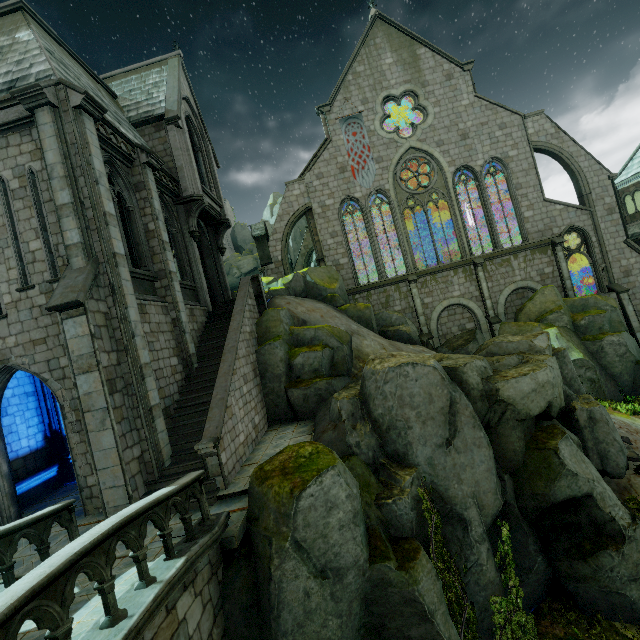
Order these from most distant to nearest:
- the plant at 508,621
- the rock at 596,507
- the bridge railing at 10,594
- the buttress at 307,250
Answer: the buttress at 307,250 < the plant at 508,621 < the rock at 596,507 < the bridge railing at 10,594

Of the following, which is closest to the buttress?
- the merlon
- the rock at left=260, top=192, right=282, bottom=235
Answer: the rock at left=260, top=192, right=282, bottom=235

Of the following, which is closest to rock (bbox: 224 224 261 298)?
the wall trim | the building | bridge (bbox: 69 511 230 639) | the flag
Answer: the building

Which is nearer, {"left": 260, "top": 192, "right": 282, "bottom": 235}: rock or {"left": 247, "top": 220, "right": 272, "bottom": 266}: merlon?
{"left": 247, "top": 220, "right": 272, "bottom": 266}: merlon

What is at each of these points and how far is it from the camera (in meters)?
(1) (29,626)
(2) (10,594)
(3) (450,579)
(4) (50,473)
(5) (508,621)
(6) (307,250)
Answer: (1) bridge, 5.05
(2) bridge railing, 3.21
(3) plant, 7.92
(4) wall trim, 12.95
(5) plant, 8.28
(6) buttress, 36.62

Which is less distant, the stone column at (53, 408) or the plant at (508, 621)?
the plant at (508, 621)

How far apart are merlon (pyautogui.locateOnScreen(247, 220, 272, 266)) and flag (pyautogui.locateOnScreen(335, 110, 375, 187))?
7.3 meters

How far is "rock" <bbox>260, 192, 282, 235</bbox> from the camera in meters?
46.6 m
